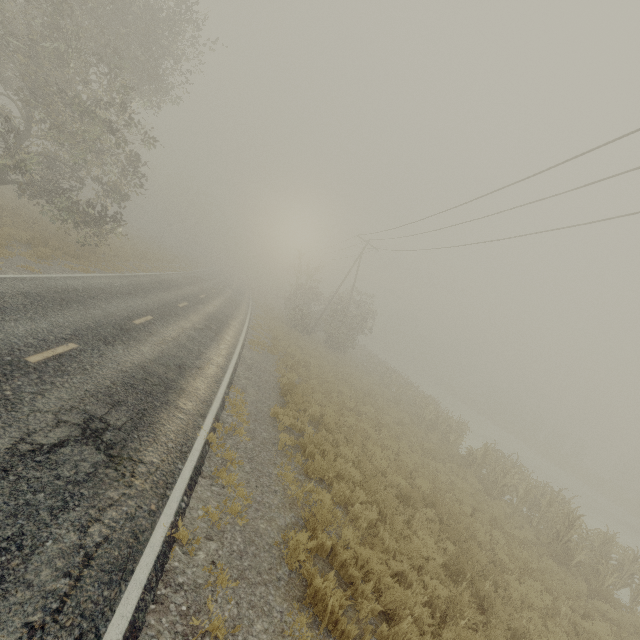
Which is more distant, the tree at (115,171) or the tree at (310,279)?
the tree at (310,279)

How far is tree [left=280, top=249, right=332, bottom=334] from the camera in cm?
3172

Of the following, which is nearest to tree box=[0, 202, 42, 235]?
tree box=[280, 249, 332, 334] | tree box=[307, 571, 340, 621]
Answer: tree box=[307, 571, 340, 621]

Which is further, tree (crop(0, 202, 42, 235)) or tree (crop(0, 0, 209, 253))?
tree (crop(0, 202, 42, 235))

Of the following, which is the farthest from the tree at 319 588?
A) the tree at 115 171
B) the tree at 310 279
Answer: the tree at 310 279

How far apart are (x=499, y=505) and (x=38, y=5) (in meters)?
24.07

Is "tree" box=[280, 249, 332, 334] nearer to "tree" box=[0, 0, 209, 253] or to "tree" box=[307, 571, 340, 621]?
"tree" box=[0, 0, 209, 253]
